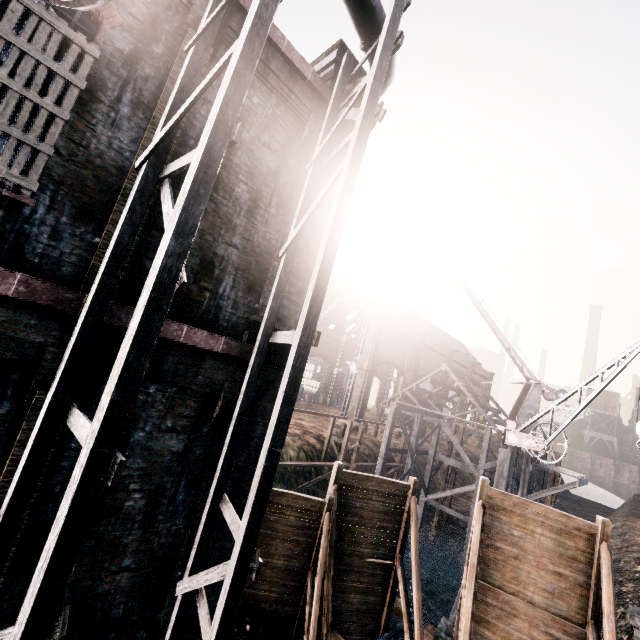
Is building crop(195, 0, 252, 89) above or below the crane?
above

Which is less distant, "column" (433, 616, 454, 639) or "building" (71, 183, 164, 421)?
"building" (71, 183, 164, 421)

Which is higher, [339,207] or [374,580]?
[339,207]

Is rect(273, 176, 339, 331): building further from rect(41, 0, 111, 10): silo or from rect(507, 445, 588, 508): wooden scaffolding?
rect(507, 445, 588, 508): wooden scaffolding

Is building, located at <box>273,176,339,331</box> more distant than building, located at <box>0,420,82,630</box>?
Yes

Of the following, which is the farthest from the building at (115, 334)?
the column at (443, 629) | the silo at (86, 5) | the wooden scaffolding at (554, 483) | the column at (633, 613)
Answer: the column at (633, 613)

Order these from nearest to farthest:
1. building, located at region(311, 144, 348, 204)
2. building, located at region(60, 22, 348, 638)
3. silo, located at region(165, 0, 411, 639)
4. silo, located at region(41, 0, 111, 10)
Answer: silo, located at region(41, 0, 111, 10), silo, located at region(165, 0, 411, 639), building, located at region(60, 22, 348, 638), building, located at region(311, 144, 348, 204)

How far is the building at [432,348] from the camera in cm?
4559
